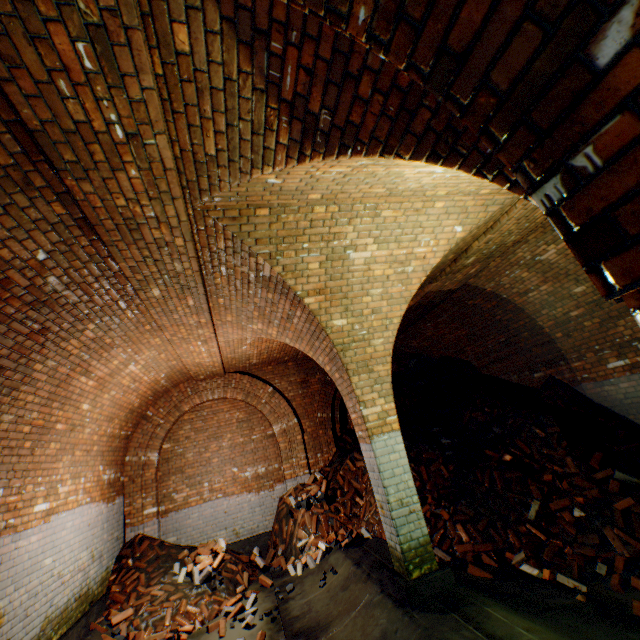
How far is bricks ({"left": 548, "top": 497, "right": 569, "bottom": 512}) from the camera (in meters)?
5.14

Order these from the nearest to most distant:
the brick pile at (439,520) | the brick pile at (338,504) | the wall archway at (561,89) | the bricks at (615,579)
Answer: the wall archway at (561,89)
the bricks at (615,579)
the brick pile at (439,520)
the brick pile at (338,504)

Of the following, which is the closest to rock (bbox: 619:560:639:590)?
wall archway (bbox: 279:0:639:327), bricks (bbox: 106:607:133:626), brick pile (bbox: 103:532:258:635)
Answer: wall archway (bbox: 279:0:639:327)

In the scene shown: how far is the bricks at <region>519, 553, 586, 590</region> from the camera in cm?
412

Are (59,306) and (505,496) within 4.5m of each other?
no

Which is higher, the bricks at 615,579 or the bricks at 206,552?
the bricks at 206,552

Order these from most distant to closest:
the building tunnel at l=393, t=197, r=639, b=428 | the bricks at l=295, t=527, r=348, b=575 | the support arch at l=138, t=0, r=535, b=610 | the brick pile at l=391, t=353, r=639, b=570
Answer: the bricks at l=295, t=527, r=348, b=575 < the building tunnel at l=393, t=197, r=639, b=428 < the brick pile at l=391, t=353, r=639, b=570 < the support arch at l=138, t=0, r=535, b=610

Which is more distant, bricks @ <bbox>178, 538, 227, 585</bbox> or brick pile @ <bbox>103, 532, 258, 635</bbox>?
bricks @ <bbox>178, 538, 227, 585</bbox>
